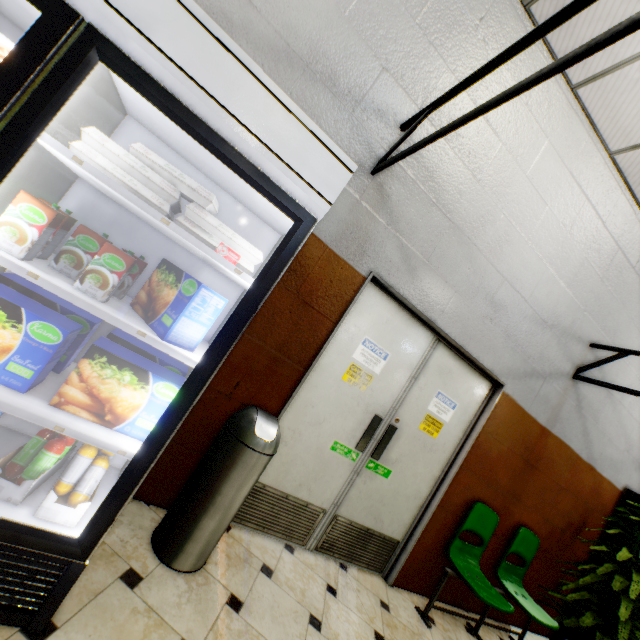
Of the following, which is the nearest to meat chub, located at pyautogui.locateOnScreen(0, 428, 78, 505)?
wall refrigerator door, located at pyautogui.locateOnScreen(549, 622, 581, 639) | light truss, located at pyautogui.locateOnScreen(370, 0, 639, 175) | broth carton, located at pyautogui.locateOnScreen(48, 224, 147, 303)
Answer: broth carton, located at pyautogui.locateOnScreen(48, 224, 147, 303)

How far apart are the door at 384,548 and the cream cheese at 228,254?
1.4 meters

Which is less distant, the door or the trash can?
the trash can

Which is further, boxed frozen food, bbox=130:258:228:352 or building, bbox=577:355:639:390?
building, bbox=577:355:639:390

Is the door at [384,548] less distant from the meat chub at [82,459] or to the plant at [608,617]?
the meat chub at [82,459]

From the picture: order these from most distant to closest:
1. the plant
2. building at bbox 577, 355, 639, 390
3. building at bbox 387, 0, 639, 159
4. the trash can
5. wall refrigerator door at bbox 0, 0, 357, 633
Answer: building at bbox 577, 355, 639, 390
the plant
building at bbox 387, 0, 639, 159
the trash can
wall refrigerator door at bbox 0, 0, 357, 633

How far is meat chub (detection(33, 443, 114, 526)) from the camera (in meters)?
1.34

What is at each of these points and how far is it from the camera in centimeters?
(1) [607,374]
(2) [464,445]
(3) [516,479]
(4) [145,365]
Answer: (1) building, 401cm
(2) door frame, 330cm
(3) building, 363cm
(4) boxed frozen food, 144cm
